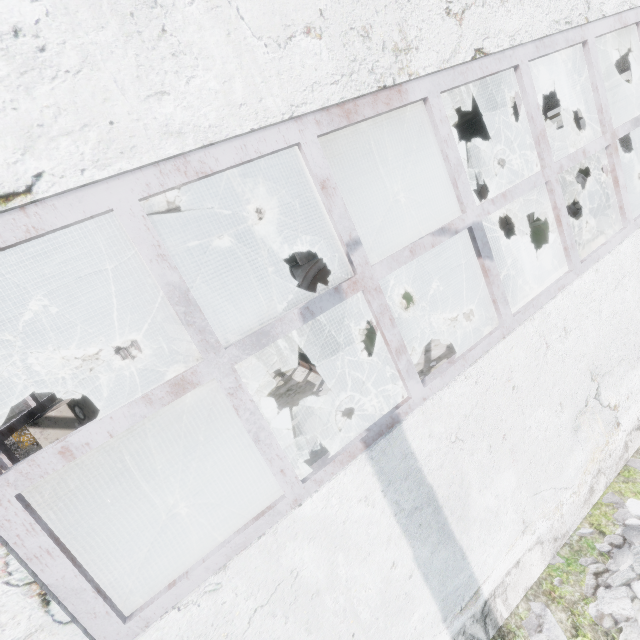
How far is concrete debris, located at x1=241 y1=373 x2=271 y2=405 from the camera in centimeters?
1166cm

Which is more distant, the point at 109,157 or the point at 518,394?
the point at 518,394

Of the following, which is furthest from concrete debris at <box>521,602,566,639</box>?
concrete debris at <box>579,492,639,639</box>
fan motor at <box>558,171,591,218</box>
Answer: fan motor at <box>558,171,591,218</box>

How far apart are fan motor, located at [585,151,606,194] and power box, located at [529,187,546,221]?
A: 6.1 meters

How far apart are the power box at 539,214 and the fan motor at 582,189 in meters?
2.1 m

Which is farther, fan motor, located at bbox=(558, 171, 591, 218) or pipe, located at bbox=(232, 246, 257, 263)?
pipe, located at bbox=(232, 246, 257, 263)

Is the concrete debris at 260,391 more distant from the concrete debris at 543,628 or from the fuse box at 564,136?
the fuse box at 564,136

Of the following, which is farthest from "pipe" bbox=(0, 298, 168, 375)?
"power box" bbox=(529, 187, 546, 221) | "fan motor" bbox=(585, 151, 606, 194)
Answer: "power box" bbox=(529, 187, 546, 221)
